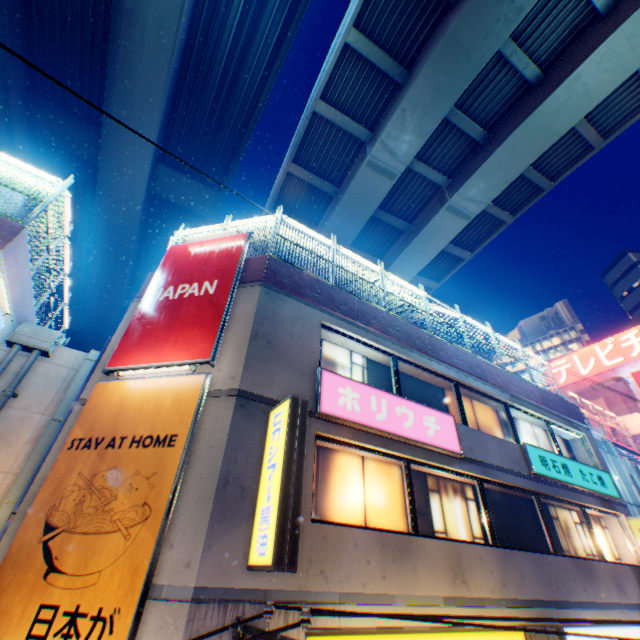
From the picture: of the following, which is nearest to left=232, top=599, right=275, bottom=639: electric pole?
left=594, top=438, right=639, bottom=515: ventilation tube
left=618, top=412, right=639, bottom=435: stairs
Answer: left=594, top=438, right=639, bottom=515: ventilation tube

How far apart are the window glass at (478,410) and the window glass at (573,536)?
1.3 meters

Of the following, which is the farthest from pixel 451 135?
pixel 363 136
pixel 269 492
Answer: pixel 269 492

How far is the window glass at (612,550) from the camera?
11.3 meters

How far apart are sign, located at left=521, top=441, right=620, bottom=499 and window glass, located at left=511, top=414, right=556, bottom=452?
0.59m

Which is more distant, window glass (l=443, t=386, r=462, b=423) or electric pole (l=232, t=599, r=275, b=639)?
window glass (l=443, t=386, r=462, b=423)

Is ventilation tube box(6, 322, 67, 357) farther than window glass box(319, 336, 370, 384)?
Yes

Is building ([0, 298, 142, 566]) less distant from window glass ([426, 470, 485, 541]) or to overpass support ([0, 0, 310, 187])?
window glass ([426, 470, 485, 541])
